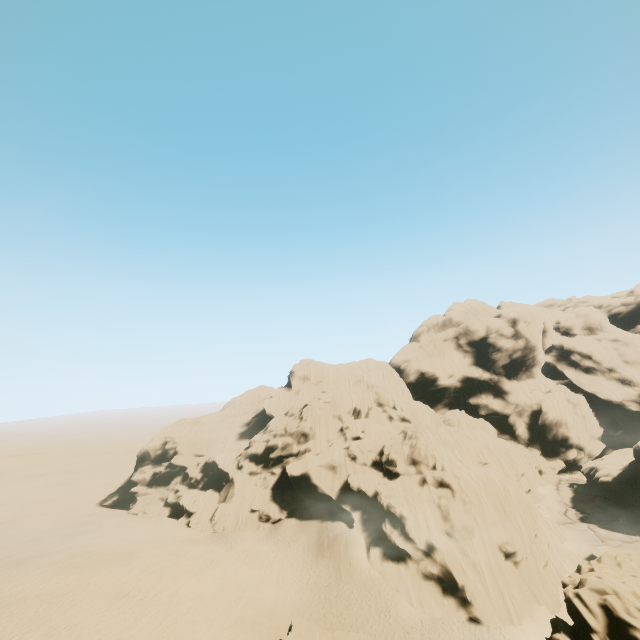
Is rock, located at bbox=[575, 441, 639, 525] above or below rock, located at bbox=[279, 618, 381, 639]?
below

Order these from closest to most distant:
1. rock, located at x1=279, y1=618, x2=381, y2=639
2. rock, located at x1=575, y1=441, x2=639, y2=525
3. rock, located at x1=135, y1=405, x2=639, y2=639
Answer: rock, located at x1=135, y1=405, x2=639, y2=639 < rock, located at x1=279, y1=618, x2=381, y2=639 < rock, located at x1=575, y1=441, x2=639, y2=525

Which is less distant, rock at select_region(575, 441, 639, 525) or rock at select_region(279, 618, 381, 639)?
rock at select_region(279, 618, 381, 639)

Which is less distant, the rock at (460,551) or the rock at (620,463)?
the rock at (460,551)

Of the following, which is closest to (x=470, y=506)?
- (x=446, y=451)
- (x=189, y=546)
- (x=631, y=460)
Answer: (x=446, y=451)

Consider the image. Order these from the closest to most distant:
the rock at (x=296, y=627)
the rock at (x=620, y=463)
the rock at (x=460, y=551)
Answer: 1. the rock at (x=460, y=551)
2. the rock at (x=296, y=627)
3. the rock at (x=620, y=463)

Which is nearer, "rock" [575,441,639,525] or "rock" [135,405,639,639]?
"rock" [135,405,639,639]
